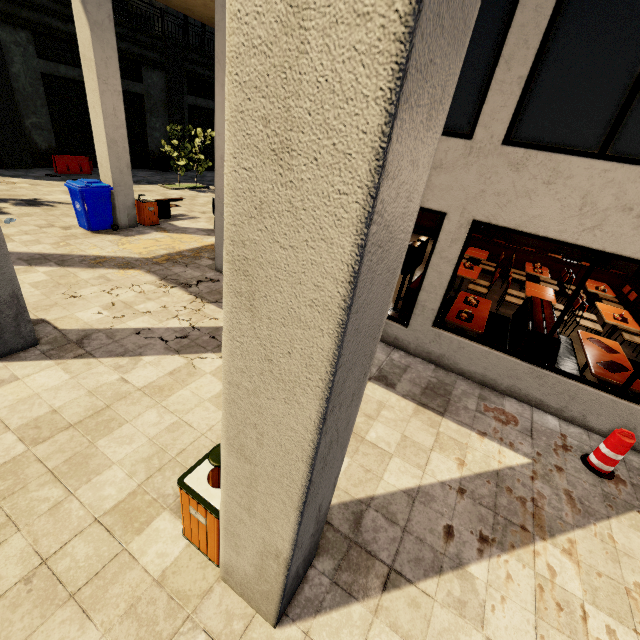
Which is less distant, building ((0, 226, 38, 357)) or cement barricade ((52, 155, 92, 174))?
building ((0, 226, 38, 357))

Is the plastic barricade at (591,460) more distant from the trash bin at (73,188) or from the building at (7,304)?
the trash bin at (73,188)

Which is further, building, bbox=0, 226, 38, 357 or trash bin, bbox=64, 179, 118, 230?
trash bin, bbox=64, 179, 118, 230

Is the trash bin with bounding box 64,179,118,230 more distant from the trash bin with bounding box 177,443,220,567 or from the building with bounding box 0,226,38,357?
the trash bin with bounding box 177,443,220,567

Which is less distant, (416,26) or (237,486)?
(416,26)

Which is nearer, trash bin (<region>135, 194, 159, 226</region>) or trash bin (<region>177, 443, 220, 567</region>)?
trash bin (<region>177, 443, 220, 567</region>)

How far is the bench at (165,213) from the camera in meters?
11.3
